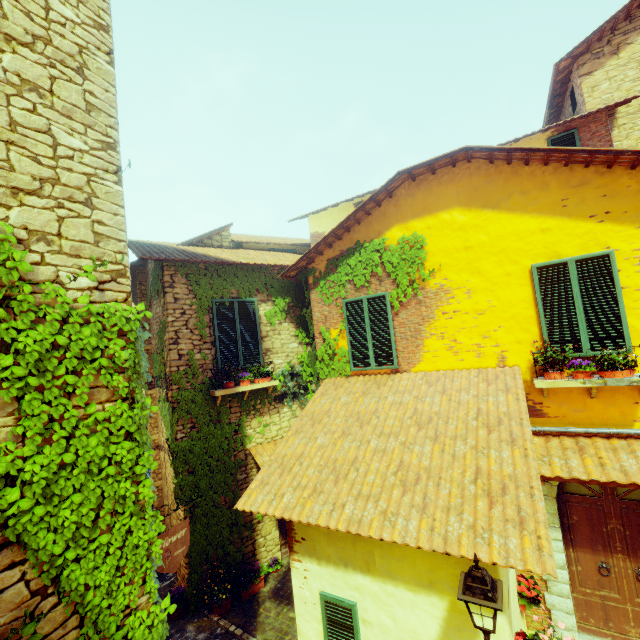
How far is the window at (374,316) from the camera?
7.0 meters

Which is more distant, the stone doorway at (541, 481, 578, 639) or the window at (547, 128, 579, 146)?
the window at (547, 128, 579, 146)

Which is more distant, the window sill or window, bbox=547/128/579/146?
window, bbox=547/128/579/146

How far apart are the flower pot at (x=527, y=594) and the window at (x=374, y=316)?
3.9m

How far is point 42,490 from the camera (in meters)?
2.28

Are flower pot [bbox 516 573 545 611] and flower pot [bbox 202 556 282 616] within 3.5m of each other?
no

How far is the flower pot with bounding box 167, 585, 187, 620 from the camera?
6.42m

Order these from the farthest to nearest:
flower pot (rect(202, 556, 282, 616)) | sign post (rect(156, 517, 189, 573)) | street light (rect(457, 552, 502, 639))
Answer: flower pot (rect(202, 556, 282, 616)) → sign post (rect(156, 517, 189, 573)) → street light (rect(457, 552, 502, 639))
